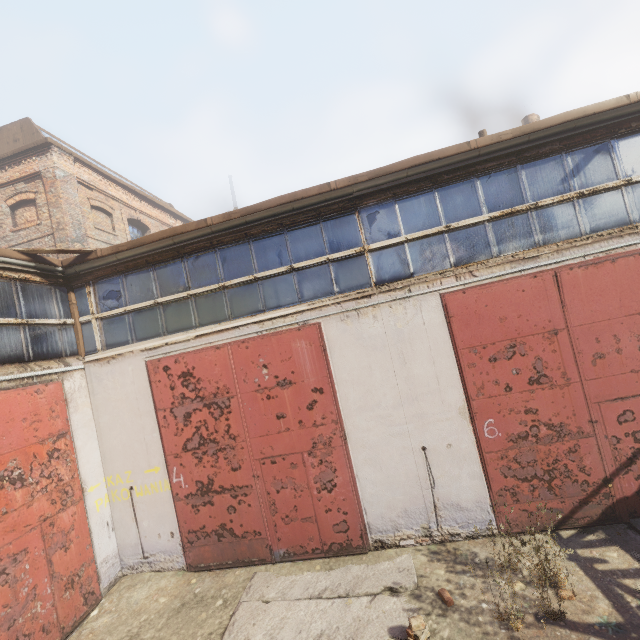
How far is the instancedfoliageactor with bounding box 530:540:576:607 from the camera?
4.0 meters

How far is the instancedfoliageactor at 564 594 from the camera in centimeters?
401cm

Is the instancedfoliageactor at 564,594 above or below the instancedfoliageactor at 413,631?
below

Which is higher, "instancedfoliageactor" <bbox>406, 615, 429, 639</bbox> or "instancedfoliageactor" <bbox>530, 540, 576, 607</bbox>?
"instancedfoliageactor" <bbox>406, 615, 429, 639</bbox>

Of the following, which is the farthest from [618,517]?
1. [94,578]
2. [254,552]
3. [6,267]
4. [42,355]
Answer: [6,267]
